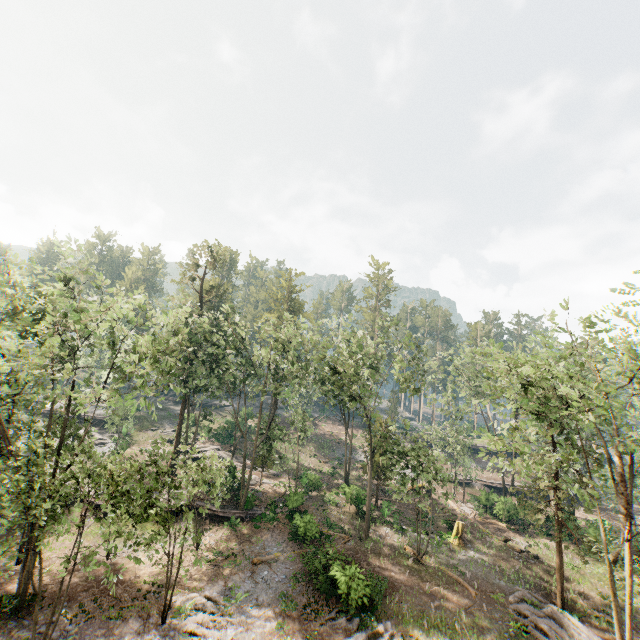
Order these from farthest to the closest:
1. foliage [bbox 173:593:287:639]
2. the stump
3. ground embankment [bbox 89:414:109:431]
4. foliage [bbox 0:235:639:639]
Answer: ground embankment [bbox 89:414:109:431]
the stump
foliage [bbox 173:593:287:639]
foliage [bbox 0:235:639:639]

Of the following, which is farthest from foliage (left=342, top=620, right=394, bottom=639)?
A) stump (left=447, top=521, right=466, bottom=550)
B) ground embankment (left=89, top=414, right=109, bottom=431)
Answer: stump (left=447, top=521, right=466, bottom=550)

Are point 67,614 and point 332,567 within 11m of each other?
no

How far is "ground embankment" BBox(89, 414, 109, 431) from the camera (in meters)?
45.91

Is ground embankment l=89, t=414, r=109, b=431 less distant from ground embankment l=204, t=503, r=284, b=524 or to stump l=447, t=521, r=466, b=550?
ground embankment l=204, t=503, r=284, b=524

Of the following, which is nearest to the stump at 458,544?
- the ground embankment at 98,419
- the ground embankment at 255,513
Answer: the ground embankment at 255,513

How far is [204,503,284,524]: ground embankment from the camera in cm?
2808

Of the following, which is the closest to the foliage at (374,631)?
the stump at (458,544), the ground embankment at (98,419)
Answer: the ground embankment at (98,419)
